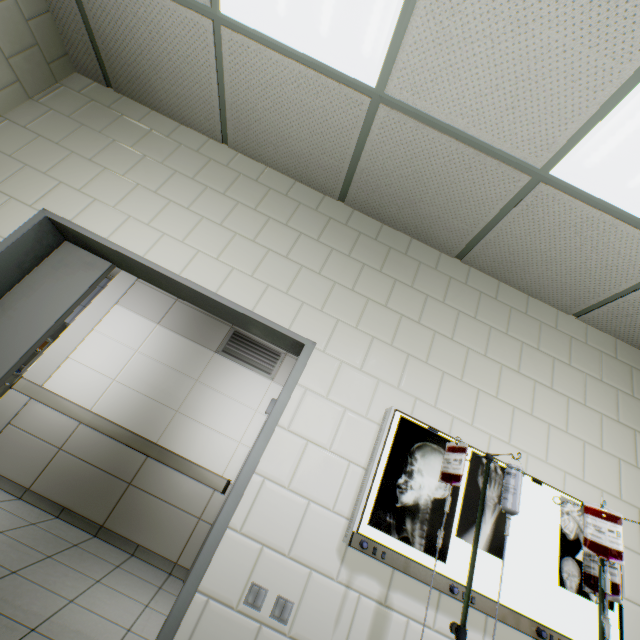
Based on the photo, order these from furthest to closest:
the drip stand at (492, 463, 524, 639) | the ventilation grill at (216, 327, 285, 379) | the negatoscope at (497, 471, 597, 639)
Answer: the ventilation grill at (216, 327, 285, 379) → the negatoscope at (497, 471, 597, 639) → the drip stand at (492, 463, 524, 639)

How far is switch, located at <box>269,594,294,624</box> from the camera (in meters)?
1.38

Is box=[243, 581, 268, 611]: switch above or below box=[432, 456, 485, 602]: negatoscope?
below

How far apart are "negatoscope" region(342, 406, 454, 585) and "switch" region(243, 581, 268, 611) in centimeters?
32cm

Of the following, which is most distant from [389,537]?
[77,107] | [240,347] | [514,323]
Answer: [240,347]

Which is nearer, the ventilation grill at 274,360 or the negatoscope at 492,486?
the negatoscope at 492,486

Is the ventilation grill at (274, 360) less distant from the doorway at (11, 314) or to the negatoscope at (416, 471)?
the doorway at (11, 314)

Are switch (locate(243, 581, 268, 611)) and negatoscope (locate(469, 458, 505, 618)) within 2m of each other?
yes
